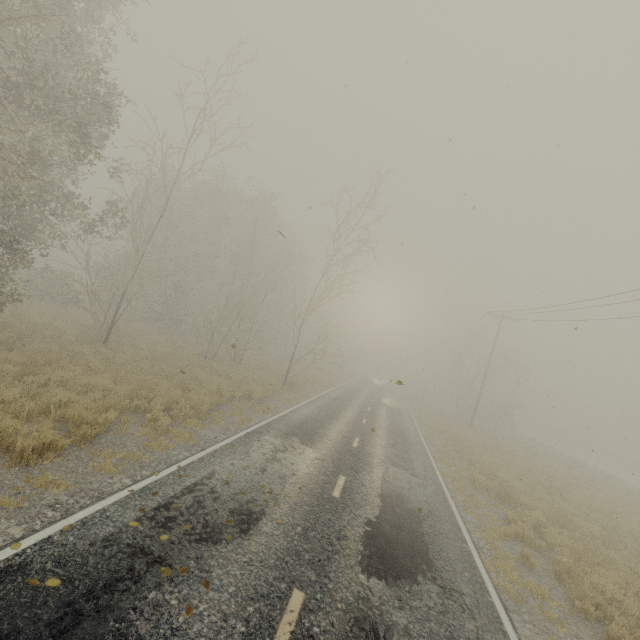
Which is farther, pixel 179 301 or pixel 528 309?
pixel 179 301
